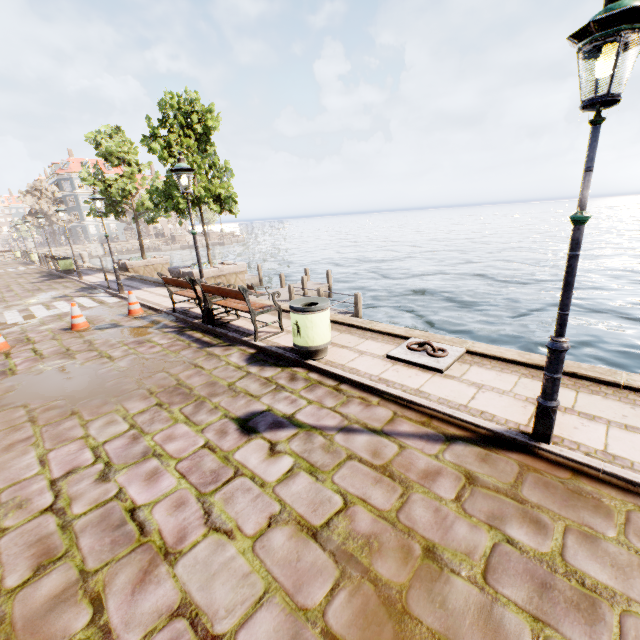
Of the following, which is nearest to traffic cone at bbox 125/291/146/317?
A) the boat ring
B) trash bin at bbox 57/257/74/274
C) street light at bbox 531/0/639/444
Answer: the boat ring

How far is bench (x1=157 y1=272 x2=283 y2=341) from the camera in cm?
652

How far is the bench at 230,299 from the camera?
6.5 meters

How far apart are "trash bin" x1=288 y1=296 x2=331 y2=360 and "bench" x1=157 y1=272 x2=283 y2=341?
1.1 meters

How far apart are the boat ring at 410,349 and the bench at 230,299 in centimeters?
259cm

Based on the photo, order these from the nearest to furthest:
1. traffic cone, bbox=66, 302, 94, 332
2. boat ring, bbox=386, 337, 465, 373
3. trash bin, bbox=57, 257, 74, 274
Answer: boat ring, bbox=386, 337, 465, 373 → traffic cone, bbox=66, 302, 94, 332 → trash bin, bbox=57, 257, 74, 274

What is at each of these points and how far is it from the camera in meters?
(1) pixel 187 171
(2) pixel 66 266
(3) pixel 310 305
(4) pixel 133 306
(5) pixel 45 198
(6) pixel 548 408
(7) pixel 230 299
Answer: (1) street light, 6.9 m
(2) trash bin, 19.8 m
(3) trash bin, 5.8 m
(4) traffic cone, 9.6 m
(5) tree, 53.8 m
(6) street light, 3.2 m
(7) bench, 7.9 m

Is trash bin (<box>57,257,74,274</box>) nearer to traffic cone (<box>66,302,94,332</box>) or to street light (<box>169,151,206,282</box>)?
traffic cone (<box>66,302,94,332</box>)
